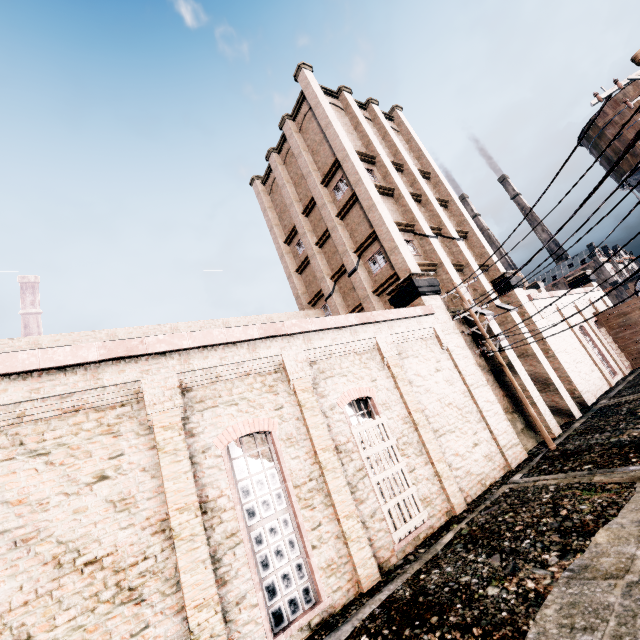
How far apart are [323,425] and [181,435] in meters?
4.3

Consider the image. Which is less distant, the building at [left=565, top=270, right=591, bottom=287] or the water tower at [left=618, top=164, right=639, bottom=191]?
the water tower at [left=618, top=164, right=639, bottom=191]

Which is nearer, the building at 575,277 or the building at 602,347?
the building at 602,347

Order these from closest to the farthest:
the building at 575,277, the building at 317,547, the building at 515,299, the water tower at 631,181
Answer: the building at 317,547, the building at 515,299, the water tower at 631,181, the building at 575,277

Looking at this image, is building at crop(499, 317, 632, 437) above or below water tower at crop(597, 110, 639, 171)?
below

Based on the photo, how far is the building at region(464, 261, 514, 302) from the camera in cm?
2180

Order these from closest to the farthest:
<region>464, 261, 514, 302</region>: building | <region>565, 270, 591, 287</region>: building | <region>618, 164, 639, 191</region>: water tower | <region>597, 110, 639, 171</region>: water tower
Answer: <region>464, 261, 514, 302</region>: building < <region>597, 110, 639, 171</region>: water tower < <region>618, 164, 639, 191</region>: water tower < <region>565, 270, 591, 287</region>: building
